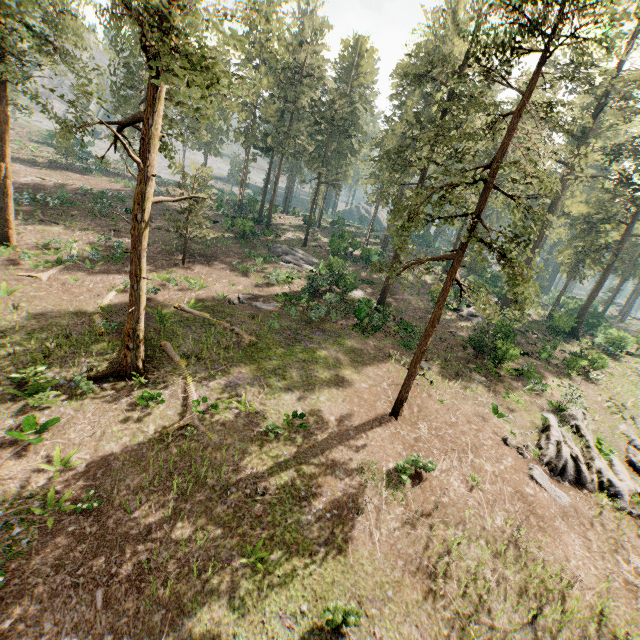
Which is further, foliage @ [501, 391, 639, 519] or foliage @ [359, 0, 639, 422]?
foliage @ [501, 391, 639, 519]

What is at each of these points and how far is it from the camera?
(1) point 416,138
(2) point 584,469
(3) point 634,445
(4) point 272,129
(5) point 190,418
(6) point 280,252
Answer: (1) foliage, 24.4m
(2) foliage, 16.4m
(3) foliage, 20.2m
(4) foliage, 45.0m
(5) foliage, 13.4m
(6) foliage, 36.2m

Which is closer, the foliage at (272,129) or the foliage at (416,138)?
the foliage at (272,129)

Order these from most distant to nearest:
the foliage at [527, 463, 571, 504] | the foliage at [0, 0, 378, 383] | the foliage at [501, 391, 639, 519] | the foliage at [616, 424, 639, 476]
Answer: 1. the foliage at [616, 424, 639, 476]
2. the foliage at [501, 391, 639, 519]
3. the foliage at [527, 463, 571, 504]
4. the foliage at [0, 0, 378, 383]

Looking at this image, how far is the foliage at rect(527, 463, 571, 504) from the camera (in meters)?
15.19

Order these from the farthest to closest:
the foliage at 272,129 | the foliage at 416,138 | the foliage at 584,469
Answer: the foliage at 584,469
the foliage at 416,138
the foliage at 272,129
